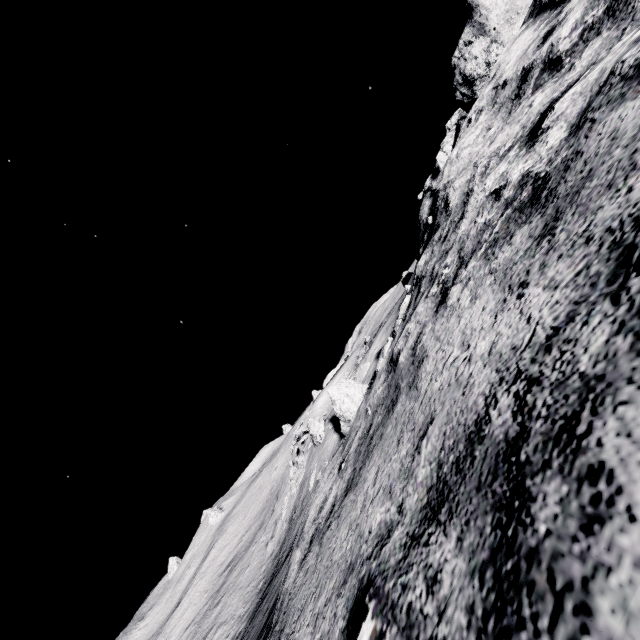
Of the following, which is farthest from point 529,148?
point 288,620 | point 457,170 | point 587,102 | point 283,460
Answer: point 283,460
